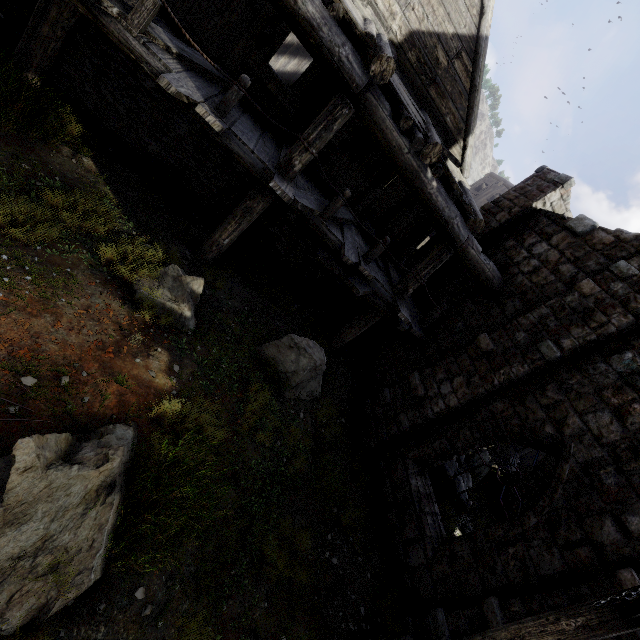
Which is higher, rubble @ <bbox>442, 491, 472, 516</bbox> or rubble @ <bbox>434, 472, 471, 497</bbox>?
rubble @ <bbox>434, 472, 471, 497</bbox>

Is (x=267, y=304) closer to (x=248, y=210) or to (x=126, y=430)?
(x=248, y=210)

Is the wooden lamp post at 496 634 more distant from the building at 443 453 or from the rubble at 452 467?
the rubble at 452 467

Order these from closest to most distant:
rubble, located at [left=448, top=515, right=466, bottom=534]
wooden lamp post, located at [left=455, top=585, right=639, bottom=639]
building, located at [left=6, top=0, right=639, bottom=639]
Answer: wooden lamp post, located at [left=455, top=585, right=639, bottom=639] → building, located at [left=6, top=0, right=639, bottom=639] → rubble, located at [left=448, top=515, right=466, bottom=534]

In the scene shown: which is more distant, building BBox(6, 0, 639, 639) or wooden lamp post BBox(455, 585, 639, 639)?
building BBox(6, 0, 639, 639)

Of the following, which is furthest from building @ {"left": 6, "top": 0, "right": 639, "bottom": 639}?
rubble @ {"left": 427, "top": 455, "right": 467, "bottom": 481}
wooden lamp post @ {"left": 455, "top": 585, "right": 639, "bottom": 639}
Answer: wooden lamp post @ {"left": 455, "top": 585, "right": 639, "bottom": 639}

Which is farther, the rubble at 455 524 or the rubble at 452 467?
the rubble at 452 467
